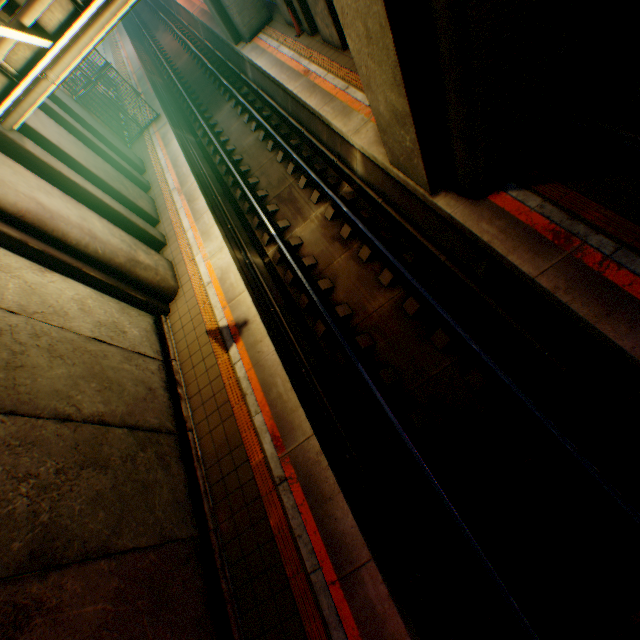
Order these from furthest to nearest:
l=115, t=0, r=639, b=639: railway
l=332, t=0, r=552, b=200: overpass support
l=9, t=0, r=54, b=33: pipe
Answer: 1. l=9, t=0, r=54, b=33: pipe
2. l=115, t=0, r=639, b=639: railway
3. l=332, t=0, r=552, b=200: overpass support

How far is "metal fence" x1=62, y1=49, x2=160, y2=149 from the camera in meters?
13.3 m

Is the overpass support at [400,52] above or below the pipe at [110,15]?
below

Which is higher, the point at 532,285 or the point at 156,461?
the point at 156,461

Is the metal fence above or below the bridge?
below

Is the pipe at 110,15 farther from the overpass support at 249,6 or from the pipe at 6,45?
the overpass support at 249,6

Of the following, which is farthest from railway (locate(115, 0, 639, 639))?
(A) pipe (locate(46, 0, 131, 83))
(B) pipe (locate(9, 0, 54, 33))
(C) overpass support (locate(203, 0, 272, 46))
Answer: (B) pipe (locate(9, 0, 54, 33))

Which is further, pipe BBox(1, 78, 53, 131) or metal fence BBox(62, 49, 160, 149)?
metal fence BBox(62, 49, 160, 149)
